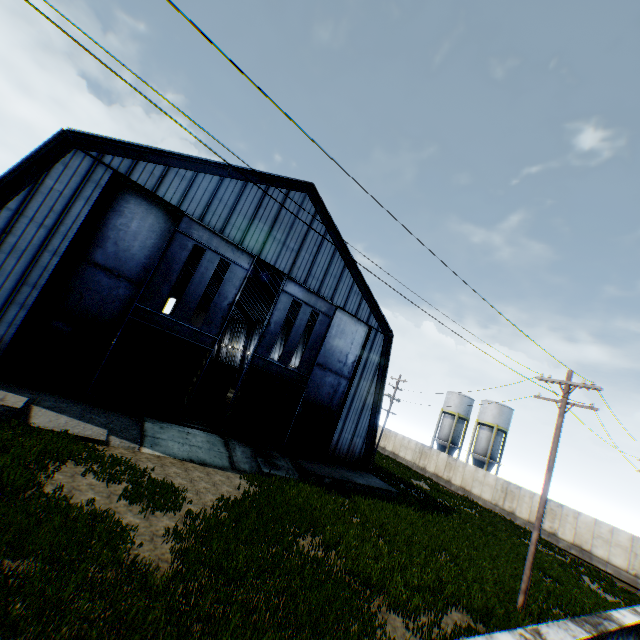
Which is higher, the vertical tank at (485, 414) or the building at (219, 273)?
the building at (219, 273)

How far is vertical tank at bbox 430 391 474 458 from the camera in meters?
48.0

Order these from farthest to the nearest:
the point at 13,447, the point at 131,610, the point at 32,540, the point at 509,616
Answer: the point at 509,616
the point at 13,447
the point at 32,540
the point at 131,610

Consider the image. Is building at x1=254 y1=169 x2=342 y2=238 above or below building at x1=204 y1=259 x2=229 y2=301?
above

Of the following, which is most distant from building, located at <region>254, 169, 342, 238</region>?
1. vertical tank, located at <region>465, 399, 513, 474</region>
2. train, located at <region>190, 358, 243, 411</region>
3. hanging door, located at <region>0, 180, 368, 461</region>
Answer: Result: vertical tank, located at <region>465, 399, 513, 474</region>

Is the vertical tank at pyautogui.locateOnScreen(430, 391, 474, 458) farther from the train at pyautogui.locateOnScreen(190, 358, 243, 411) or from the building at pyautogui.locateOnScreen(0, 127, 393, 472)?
the train at pyautogui.locateOnScreen(190, 358, 243, 411)

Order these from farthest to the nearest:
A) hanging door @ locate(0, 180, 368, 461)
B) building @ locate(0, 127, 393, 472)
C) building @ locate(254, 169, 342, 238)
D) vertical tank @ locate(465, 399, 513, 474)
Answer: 1. vertical tank @ locate(465, 399, 513, 474)
2. building @ locate(254, 169, 342, 238)
3. hanging door @ locate(0, 180, 368, 461)
4. building @ locate(0, 127, 393, 472)

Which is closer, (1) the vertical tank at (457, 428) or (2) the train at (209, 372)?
(2) the train at (209, 372)
